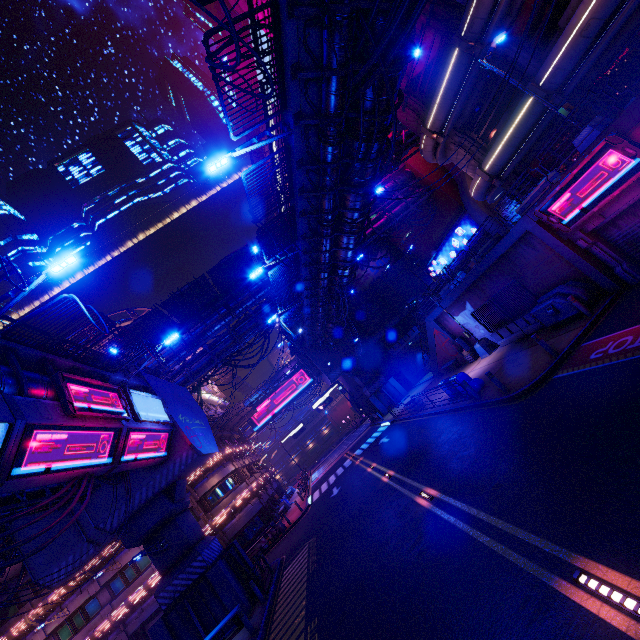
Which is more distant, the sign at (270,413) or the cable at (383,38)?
the sign at (270,413)

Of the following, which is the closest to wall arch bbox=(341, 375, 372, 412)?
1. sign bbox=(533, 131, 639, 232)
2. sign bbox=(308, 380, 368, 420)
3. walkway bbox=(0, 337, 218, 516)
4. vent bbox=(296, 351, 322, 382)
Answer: sign bbox=(308, 380, 368, 420)

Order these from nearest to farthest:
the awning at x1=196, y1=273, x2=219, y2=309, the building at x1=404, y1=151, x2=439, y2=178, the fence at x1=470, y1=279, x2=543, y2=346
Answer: the fence at x1=470, y1=279, x2=543, y2=346
the awning at x1=196, y1=273, x2=219, y2=309
the building at x1=404, y1=151, x2=439, y2=178

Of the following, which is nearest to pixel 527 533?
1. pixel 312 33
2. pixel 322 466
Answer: pixel 312 33

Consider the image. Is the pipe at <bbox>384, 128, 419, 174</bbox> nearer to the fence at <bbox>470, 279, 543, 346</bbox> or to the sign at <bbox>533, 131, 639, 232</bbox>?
the sign at <bbox>533, 131, 639, 232</bbox>

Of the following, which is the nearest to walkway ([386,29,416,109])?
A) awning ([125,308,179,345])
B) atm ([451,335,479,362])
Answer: atm ([451,335,479,362])

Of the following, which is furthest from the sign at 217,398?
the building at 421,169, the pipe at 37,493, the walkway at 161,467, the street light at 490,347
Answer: the building at 421,169

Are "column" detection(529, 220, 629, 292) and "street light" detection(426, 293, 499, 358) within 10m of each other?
yes
